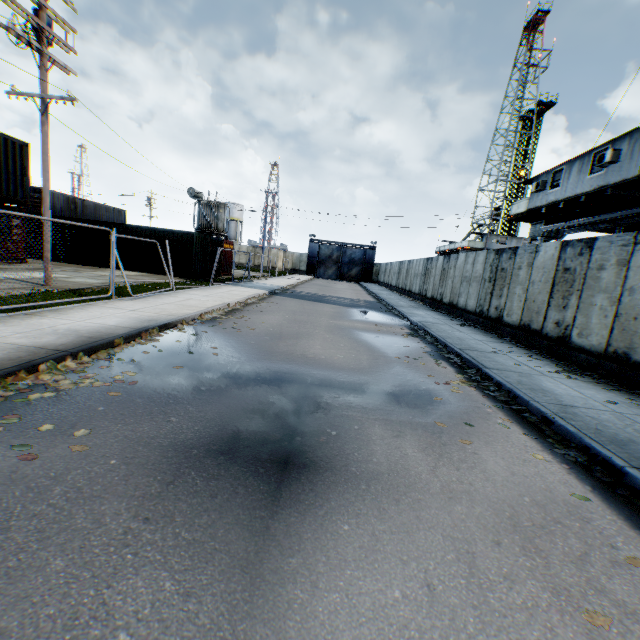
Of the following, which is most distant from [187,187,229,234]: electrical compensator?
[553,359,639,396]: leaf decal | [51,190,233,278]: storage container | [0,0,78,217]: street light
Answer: [553,359,639,396]: leaf decal

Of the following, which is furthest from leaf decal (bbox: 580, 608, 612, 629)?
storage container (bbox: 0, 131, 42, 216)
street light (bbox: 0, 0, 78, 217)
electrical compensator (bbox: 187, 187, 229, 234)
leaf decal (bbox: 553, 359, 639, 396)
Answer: electrical compensator (bbox: 187, 187, 229, 234)

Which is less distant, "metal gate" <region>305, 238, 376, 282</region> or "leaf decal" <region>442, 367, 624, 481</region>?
"leaf decal" <region>442, 367, 624, 481</region>

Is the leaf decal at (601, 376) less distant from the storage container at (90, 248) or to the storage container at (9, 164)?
the storage container at (90, 248)

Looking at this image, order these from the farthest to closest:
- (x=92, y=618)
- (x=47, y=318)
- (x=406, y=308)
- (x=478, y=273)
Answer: (x=406, y=308) < (x=478, y=273) < (x=47, y=318) < (x=92, y=618)

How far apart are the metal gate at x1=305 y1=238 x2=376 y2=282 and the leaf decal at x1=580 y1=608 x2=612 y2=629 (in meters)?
52.29

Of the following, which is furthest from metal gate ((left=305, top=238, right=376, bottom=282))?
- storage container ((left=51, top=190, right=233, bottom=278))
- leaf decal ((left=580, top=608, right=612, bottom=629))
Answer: leaf decal ((left=580, top=608, right=612, bottom=629))

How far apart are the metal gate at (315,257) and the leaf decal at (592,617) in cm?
5229
